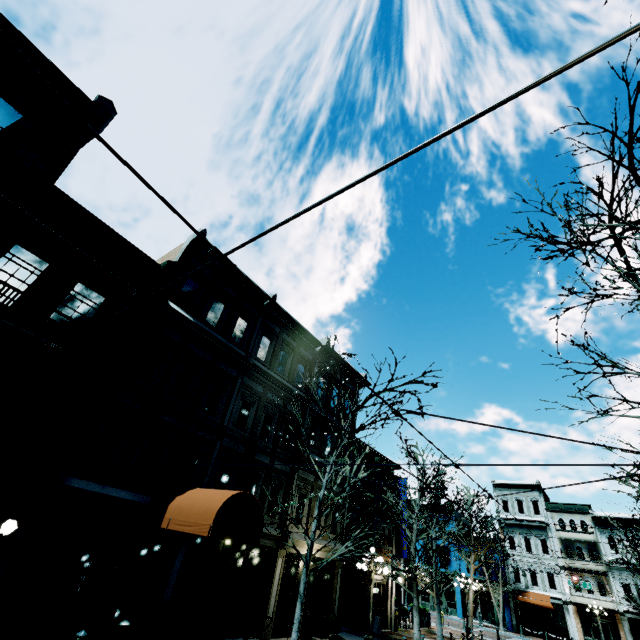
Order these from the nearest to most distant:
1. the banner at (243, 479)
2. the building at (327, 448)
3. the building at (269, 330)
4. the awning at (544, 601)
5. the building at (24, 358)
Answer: the building at (24, 358) → the banner at (243, 479) → the building at (269, 330) → the building at (327, 448) → the awning at (544, 601)

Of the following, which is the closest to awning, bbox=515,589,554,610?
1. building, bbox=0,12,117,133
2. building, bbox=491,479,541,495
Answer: building, bbox=491,479,541,495

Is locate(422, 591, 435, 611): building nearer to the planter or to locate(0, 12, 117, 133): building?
locate(0, 12, 117, 133): building

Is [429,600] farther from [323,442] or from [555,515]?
[323,442]

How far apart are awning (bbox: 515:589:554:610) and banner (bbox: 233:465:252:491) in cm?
3790

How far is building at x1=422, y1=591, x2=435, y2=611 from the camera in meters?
37.9 m

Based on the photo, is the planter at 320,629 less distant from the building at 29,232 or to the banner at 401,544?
the building at 29,232

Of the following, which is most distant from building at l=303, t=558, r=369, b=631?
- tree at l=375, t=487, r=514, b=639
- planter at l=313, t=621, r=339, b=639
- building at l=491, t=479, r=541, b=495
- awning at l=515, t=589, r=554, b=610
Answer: awning at l=515, t=589, r=554, b=610
